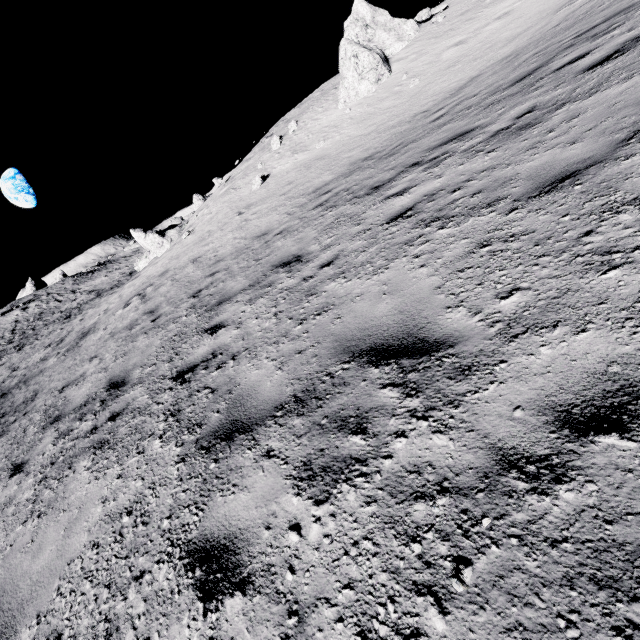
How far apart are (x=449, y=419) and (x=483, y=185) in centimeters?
348cm

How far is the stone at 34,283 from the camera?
49.69m

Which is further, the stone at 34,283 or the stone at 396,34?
the stone at 34,283

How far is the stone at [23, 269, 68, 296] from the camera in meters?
49.7 m

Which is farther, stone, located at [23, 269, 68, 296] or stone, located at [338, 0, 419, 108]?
stone, located at [23, 269, 68, 296]
